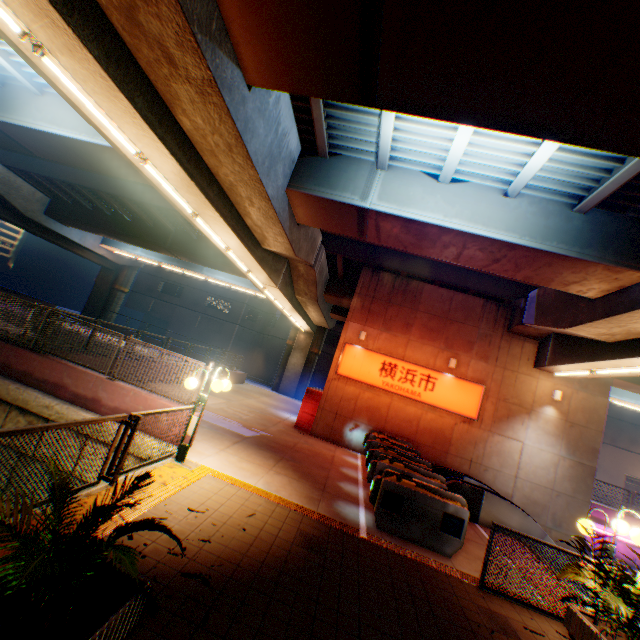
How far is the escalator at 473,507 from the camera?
9.88m

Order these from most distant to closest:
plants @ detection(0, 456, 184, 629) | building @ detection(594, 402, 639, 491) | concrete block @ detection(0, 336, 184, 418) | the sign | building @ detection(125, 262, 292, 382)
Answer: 1. building @ detection(125, 262, 292, 382)
2. building @ detection(594, 402, 639, 491)
3. the sign
4. concrete block @ detection(0, 336, 184, 418)
5. plants @ detection(0, 456, 184, 629)

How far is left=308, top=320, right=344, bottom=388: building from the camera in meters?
40.4

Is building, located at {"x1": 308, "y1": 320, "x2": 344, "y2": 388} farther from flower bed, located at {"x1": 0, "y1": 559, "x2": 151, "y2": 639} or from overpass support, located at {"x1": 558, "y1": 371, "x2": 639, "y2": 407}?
flower bed, located at {"x1": 0, "y1": 559, "x2": 151, "y2": 639}

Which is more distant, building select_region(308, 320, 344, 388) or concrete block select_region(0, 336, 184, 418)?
building select_region(308, 320, 344, 388)

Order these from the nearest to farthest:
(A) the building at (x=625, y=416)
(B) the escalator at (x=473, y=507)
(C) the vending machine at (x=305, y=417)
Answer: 1. (B) the escalator at (x=473, y=507)
2. (C) the vending machine at (x=305, y=417)
3. (A) the building at (x=625, y=416)

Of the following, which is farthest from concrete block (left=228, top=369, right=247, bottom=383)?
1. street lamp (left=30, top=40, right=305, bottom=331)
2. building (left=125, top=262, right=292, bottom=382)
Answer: building (left=125, top=262, right=292, bottom=382)

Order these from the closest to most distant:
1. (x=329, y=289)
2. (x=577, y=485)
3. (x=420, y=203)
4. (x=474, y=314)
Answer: (x=420, y=203) → (x=577, y=485) → (x=474, y=314) → (x=329, y=289)
